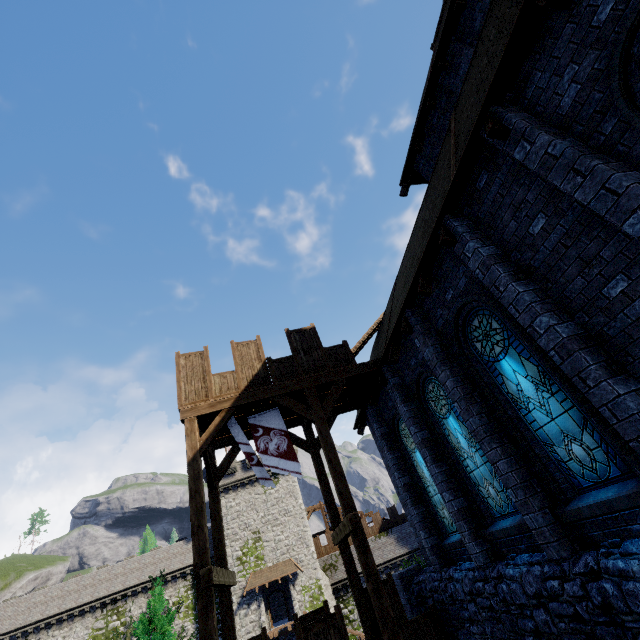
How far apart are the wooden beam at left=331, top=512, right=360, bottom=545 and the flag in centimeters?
157cm

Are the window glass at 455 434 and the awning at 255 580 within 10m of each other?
no

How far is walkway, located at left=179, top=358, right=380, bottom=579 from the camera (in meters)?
8.55

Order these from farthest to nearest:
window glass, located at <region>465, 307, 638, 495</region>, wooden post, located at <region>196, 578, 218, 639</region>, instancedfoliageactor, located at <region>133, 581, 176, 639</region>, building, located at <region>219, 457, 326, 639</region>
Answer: building, located at <region>219, 457, 326, 639</region>
instancedfoliageactor, located at <region>133, 581, 176, 639</region>
wooden post, located at <region>196, 578, 218, 639</region>
window glass, located at <region>465, 307, 638, 495</region>

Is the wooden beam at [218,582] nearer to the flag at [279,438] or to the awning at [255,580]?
the flag at [279,438]

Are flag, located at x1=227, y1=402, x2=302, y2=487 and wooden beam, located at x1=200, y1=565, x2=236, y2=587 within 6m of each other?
yes

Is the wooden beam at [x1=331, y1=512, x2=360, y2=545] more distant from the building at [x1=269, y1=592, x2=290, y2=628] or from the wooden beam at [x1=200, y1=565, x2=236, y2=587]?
the building at [x1=269, y1=592, x2=290, y2=628]

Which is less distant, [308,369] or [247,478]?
[308,369]
